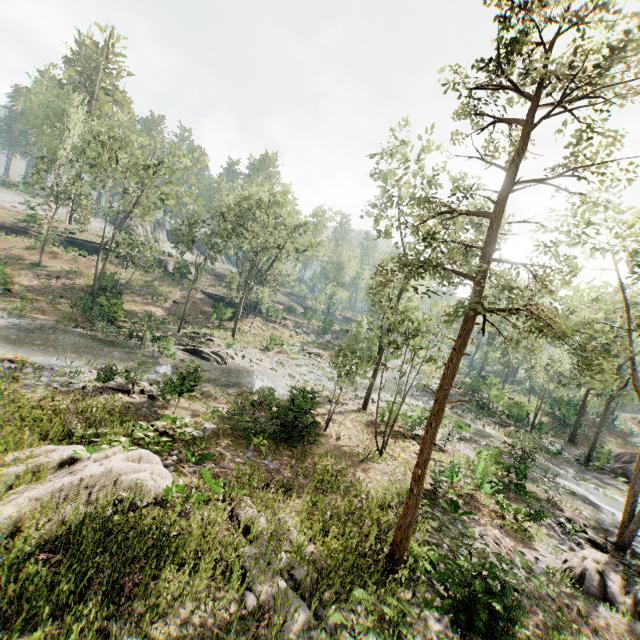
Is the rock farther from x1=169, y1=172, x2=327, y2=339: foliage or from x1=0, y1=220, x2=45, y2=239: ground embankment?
x1=0, y1=220, x2=45, y2=239: ground embankment

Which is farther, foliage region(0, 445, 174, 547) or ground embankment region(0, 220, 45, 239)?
ground embankment region(0, 220, 45, 239)

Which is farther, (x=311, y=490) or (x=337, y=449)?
(x=337, y=449)

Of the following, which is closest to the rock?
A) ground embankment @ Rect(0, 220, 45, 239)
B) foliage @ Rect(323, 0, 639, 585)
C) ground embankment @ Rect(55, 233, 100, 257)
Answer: foliage @ Rect(323, 0, 639, 585)

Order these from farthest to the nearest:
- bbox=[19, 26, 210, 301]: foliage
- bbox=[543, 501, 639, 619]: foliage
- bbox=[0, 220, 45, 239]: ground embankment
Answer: bbox=[0, 220, 45, 239]: ground embankment → bbox=[19, 26, 210, 301]: foliage → bbox=[543, 501, 639, 619]: foliage

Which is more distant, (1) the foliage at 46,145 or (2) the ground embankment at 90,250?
(2) the ground embankment at 90,250

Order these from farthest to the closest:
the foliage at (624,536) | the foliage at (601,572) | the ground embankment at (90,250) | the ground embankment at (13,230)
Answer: the ground embankment at (90,250) < the ground embankment at (13,230) < the foliage at (624,536) < the foliage at (601,572)

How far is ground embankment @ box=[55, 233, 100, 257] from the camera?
45.2 meters
